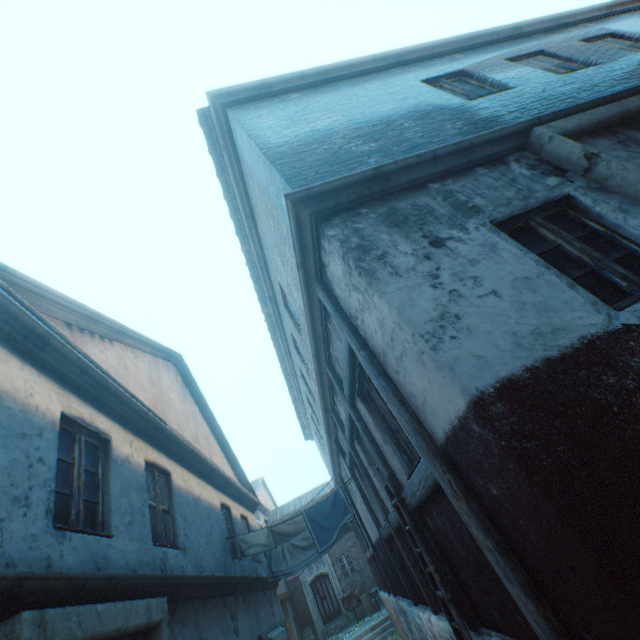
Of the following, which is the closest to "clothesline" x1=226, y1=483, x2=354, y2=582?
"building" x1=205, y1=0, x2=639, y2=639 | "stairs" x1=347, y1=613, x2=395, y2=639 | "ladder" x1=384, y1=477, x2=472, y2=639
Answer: "building" x1=205, y1=0, x2=639, y2=639

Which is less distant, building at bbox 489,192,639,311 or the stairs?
building at bbox 489,192,639,311

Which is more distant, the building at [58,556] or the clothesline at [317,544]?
the clothesline at [317,544]

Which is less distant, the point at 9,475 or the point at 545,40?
the point at 9,475

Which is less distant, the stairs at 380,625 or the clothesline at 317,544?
the clothesline at 317,544

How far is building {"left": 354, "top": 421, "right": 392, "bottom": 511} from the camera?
5.7 meters

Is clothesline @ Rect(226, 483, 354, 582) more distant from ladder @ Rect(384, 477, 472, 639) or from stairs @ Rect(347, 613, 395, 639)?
stairs @ Rect(347, 613, 395, 639)
